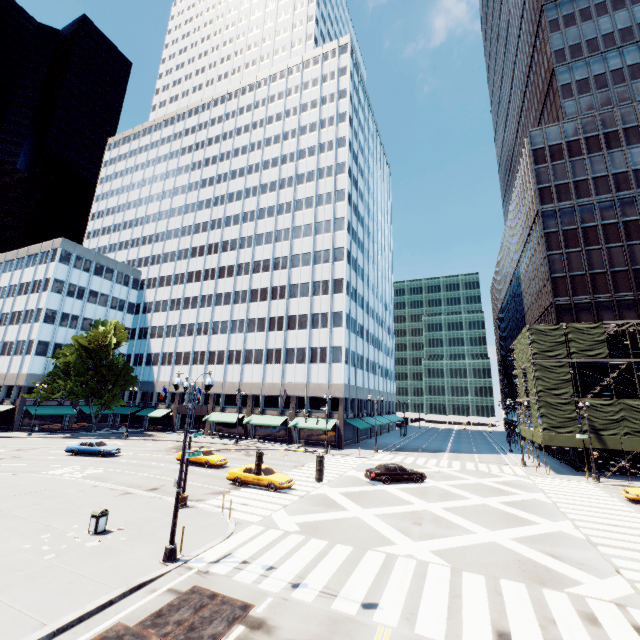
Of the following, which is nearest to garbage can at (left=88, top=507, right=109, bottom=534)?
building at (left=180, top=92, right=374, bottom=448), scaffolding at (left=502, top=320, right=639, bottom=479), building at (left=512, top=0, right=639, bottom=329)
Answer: building at (left=180, top=92, right=374, bottom=448)

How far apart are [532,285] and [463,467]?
31.17m

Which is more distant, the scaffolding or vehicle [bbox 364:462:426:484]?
the scaffolding

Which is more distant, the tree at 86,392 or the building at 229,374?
the tree at 86,392

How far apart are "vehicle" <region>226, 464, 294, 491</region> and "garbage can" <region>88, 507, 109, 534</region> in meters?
10.1

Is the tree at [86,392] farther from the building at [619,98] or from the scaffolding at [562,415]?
the building at [619,98]

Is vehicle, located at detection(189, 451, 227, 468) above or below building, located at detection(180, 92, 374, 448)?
below

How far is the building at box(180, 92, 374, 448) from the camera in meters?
48.5 m
